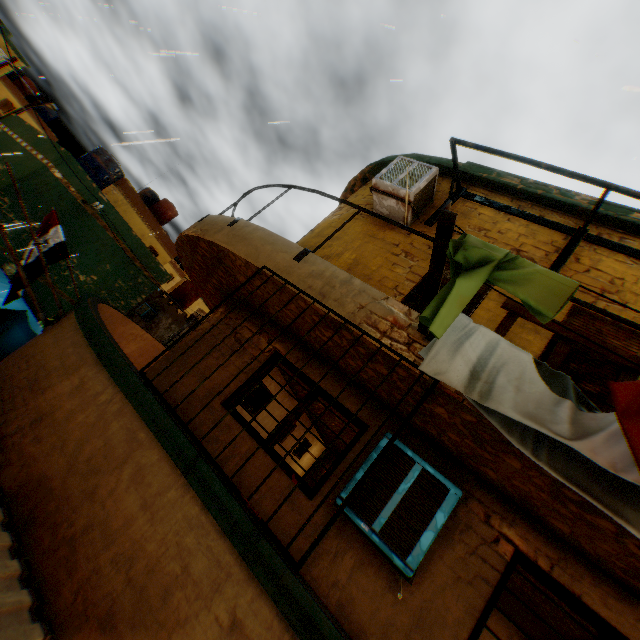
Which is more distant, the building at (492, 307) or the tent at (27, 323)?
the tent at (27, 323)

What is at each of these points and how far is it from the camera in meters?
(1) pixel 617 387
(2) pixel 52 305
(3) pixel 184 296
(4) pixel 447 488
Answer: (1) dryer, 1.4
(2) building, 13.8
(3) water tank, 23.5
(4) air conditioner, 2.8

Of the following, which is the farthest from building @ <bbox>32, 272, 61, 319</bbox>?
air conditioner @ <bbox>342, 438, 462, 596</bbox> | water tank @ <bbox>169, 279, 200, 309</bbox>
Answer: water tank @ <bbox>169, 279, 200, 309</bbox>

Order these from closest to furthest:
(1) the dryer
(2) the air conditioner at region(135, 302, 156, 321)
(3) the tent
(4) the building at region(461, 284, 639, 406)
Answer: (1) the dryer < (4) the building at region(461, 284, 639, 406) < (3) the tent < (2) the air conditioner at region(135, 302, 156, 321)

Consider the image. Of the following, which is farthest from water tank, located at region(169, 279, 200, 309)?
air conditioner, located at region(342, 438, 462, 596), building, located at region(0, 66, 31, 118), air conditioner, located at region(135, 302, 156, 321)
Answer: air conditioner, located at region(342, 438, 462, 596)

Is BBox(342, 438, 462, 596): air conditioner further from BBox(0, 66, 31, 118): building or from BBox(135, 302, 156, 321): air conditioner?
BBox(135, 302, 156, 321): air conditioner

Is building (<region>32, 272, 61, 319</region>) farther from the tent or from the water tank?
the water tank

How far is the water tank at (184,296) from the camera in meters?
23.4
